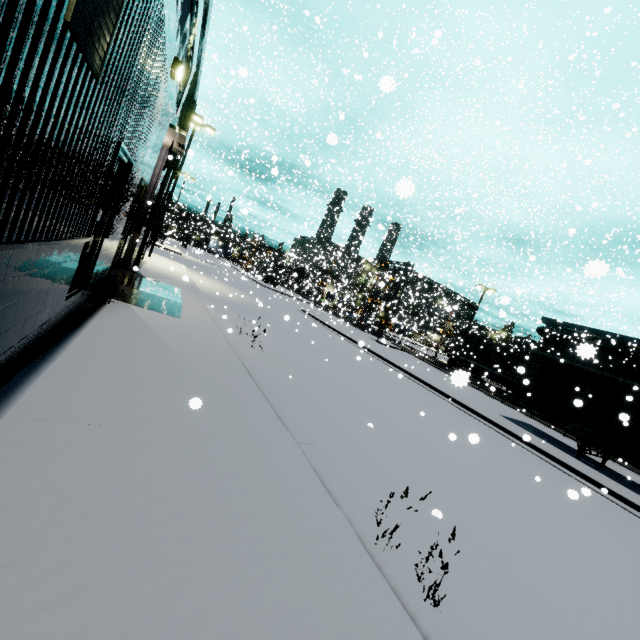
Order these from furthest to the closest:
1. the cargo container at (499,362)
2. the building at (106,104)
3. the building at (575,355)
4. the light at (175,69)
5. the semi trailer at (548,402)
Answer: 1. the cargo container at (499,362)
2. the semi trailer at (548,402)
3. the light at (175,69)
4. the building at (575,355)
5. the building at (106,104)

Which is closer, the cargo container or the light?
the light

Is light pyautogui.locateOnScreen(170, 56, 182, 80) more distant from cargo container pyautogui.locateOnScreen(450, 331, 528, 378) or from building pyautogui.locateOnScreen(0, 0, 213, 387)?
cargo container pyautogui.locateOnScreen(450, 331, 528, 378)

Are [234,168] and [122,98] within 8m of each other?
no

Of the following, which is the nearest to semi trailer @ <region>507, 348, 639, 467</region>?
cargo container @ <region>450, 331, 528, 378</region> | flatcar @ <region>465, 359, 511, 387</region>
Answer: cargo container @ <region>450, 331, 528, 378</region>

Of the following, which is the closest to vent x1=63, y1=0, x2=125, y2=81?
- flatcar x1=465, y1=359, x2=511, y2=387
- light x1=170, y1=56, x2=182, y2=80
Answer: light x1=170, y1=56, x2=182, y2=80

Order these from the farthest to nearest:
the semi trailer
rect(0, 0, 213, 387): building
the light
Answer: the semi trailer
the light
rect(0, 0, 213, 387): building

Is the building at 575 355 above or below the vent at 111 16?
above
